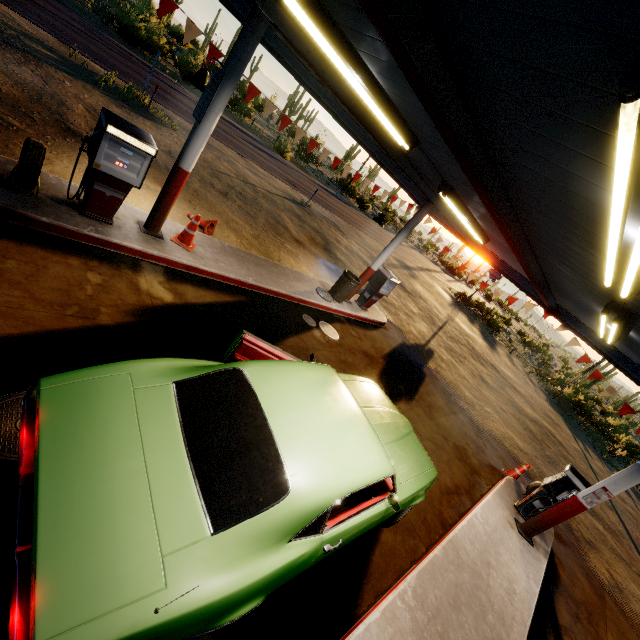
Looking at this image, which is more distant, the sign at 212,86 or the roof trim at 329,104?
the roof trim at 329,104

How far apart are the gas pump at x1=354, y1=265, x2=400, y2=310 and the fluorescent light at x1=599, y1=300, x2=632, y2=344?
5.36m

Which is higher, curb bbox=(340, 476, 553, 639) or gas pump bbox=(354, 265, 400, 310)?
gas pump bbox=(354, 265, 400, 310)

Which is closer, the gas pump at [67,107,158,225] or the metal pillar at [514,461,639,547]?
the gas pump at [67,107,158,225]

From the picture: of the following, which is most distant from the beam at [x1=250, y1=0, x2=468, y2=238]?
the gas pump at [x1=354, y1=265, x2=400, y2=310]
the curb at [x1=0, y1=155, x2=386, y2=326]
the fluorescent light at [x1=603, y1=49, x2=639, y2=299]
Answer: the fluorescent light at [x1=603, y1=49, x2=639, y2=299]

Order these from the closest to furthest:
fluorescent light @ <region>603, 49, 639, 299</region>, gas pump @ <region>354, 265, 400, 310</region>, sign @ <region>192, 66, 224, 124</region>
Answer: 1. fluorescent light @ <region>603, 49, 639, 299</region>
2. sign @ <region>192, 66, 224, 124</region>
3. gas pump @ <region>354, 265, 400, 310</region>

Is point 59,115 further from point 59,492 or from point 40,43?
point 59,492

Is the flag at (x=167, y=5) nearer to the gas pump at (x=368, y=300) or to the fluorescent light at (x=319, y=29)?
the gas pump at (x=368, y=300)
